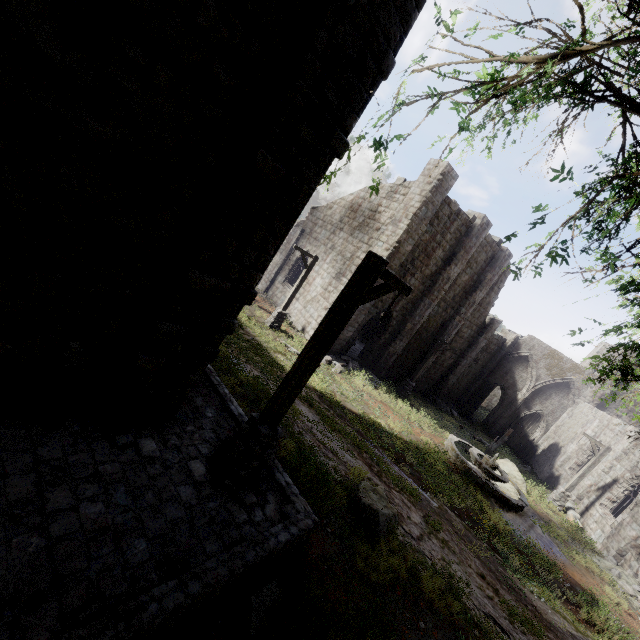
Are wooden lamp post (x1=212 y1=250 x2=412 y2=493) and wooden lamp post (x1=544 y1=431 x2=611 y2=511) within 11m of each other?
no

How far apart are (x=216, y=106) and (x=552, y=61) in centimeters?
373cm

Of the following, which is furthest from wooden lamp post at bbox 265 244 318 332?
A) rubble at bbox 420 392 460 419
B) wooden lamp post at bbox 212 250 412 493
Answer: rubble at bbox 420 392 460 419

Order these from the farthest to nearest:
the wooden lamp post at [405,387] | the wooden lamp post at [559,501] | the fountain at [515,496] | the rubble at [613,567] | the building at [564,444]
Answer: the wooden lamp post at [405,387] < the wooden lamp post at [559,501] < the building at [564,444] < the fountain at [515,496] < the rubble at [613,567]

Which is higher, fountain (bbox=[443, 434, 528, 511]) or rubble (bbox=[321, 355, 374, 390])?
fountain (bbox=[443, 434, 528, 511])

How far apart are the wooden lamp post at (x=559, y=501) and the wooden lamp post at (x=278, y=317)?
16.5 meters

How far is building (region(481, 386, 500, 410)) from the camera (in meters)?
50.75

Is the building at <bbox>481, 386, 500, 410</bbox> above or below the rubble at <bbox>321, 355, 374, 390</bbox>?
below
